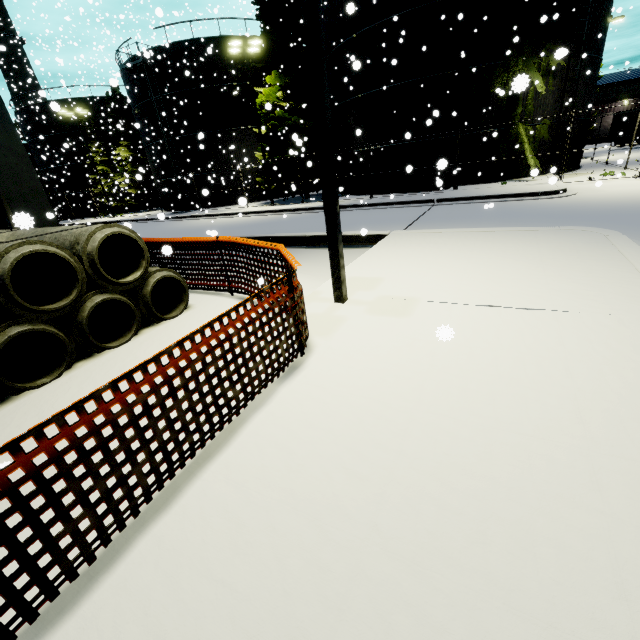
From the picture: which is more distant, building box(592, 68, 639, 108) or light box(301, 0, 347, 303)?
building box(592, 68, 639, 108)

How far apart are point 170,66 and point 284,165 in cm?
1231

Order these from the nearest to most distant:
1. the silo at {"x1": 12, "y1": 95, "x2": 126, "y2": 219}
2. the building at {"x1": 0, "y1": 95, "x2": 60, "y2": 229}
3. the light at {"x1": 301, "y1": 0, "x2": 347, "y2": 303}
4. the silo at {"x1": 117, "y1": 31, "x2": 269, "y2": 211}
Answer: the light at {"x1": 301, "y1": 0, "x2": 347, "y2": 303} → the building at {"x1": 0, "y1": 95, "x2": 60, "y2": 229} → the silo at {"x1": 117, "y1": 31, "x2": 269, "y2": 211} → the silo at {"x1": 12, "y1": 95, "x2": 126, "y2": 219}

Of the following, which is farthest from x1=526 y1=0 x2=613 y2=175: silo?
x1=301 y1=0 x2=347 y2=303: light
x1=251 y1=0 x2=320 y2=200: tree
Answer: x1=301 y1=0 x2=347 y2=303: light

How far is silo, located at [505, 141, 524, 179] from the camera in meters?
18.8 m

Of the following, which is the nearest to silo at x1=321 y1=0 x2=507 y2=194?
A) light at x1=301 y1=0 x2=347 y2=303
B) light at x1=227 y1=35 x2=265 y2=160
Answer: light at x1=227 y1=35 x2=265 y2=160

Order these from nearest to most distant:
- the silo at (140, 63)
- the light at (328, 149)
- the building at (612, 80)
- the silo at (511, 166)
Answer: the light at (328, 149)
the silo at (511, 166)
the silo at (140, 63)
the building at (612, 80)

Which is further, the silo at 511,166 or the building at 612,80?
the building at 612,80
